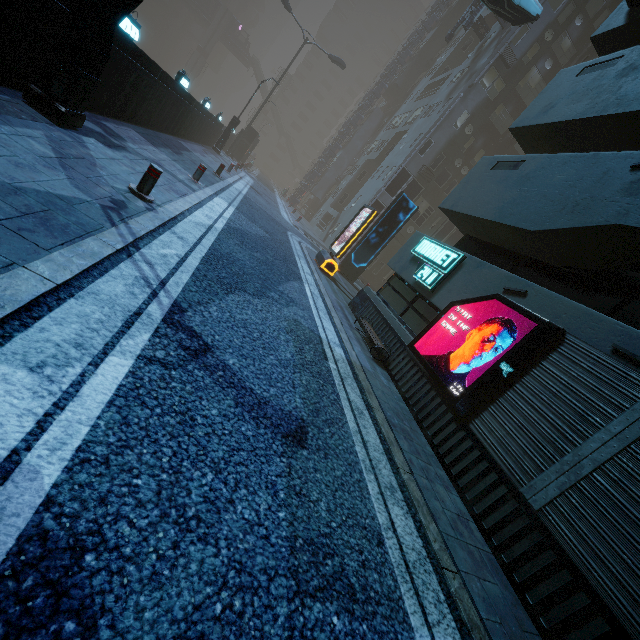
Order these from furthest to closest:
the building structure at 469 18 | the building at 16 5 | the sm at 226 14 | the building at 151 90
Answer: the sm at 226 14
the building structure at 469 18
the building at 151 90
the building at 16 5

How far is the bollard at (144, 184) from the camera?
5.73m

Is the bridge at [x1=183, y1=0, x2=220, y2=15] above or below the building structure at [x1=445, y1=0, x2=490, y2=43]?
below

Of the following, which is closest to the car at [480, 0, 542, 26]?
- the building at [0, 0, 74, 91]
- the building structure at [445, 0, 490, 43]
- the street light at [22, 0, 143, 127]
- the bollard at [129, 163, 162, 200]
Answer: the building at [0, 0, 74, 91]

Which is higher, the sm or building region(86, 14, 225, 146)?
the sm

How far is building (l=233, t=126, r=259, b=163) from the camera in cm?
3525

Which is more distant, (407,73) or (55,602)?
(407,73)

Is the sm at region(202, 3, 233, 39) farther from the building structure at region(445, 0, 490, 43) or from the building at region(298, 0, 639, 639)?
the building structure at region(445, 0, 490, 43)
